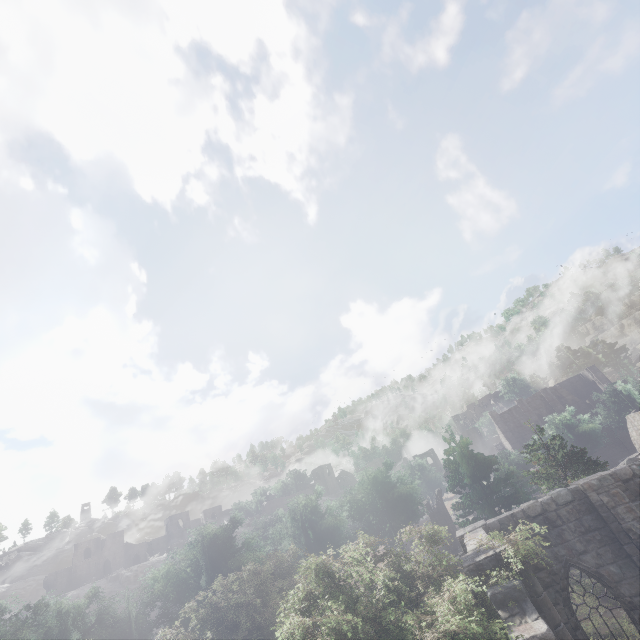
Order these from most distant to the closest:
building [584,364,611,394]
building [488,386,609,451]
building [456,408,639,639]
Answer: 1. building [584,364,611,394]
2. building [488,386,609,451]
3. building [456,408,639,639]

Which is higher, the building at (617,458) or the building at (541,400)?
the building at (541,400)

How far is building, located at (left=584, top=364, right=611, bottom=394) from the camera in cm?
5605

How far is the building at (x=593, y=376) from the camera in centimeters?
5605cm

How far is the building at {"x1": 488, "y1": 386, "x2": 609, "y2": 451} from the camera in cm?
5269

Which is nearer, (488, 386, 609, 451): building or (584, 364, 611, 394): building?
(488, 386, 609, 451): building

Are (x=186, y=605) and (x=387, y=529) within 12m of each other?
no
